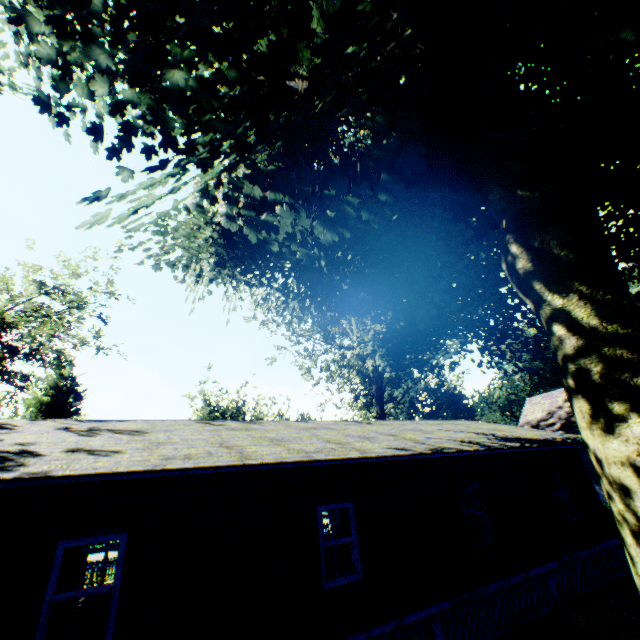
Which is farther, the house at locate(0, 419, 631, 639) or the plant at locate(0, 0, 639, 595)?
A: the house at locate(0, 419, 631, 639)

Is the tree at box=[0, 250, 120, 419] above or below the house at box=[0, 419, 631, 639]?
above

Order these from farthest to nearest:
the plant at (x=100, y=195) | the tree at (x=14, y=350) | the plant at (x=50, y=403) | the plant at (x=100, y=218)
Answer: the plant at (x=50, y=403)
the tree at (x=14, y=350)
the plant at (x=100, y=218)
the plant at (x=100, y=195)

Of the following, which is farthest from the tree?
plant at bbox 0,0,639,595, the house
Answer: the house

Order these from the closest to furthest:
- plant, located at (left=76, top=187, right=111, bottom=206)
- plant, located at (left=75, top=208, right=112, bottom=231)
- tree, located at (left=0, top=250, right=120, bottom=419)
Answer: plant, located at (left=76, top=187, right=111, bottom=206) < plant, located at (left=75, top=208, right=112, bottom=231) < tree, located at (left=0, top=250, right=120, bottom=419)

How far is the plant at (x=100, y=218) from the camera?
5.16m

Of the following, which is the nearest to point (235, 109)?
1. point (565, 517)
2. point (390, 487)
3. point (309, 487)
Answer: point (309, 487)

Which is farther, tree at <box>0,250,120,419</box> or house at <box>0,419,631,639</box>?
tree at <box>0,250,120,419</box>
